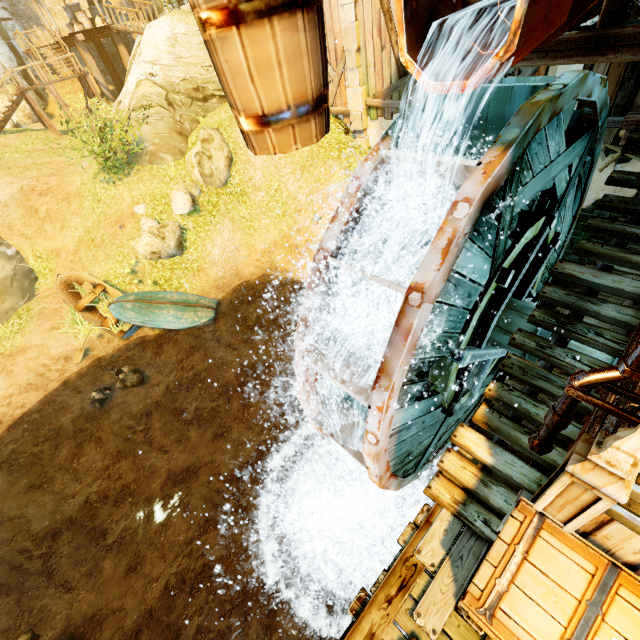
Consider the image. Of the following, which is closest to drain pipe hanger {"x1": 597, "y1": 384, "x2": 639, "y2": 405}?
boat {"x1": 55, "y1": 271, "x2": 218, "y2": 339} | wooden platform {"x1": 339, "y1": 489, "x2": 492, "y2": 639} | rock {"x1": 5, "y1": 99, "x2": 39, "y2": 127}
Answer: wooden platform {"x1": 339, "y1": 489, "x2": 492, "y2": 639}

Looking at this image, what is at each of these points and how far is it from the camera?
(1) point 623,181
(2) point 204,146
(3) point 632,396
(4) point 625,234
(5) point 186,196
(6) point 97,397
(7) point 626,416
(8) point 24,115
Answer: (1) stairs, 4.4 meters
(2) rock, 12.4 meters
(3) drain pipe hanger, 2.5 meters
(4) stairs, 4.2 meters
(5) rock, 12.6 meters
(6) rock, 10.2 meters
(7) drain pipe hanger, 2.4 meters
(8) rock, 21.6 meters

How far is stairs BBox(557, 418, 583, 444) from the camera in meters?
3.8

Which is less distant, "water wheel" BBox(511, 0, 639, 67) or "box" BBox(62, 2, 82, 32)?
"water wheel" BBox(511, 0, 639, 67)

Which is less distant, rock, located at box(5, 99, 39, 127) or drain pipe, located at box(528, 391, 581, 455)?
drain pipe, located at box(528, 391, 581, 455)

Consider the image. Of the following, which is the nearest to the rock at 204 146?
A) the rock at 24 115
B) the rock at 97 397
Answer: the rock at 97 397

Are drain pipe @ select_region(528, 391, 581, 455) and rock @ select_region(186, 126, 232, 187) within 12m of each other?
no

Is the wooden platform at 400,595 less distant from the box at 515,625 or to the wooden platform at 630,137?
the box at 515,625
